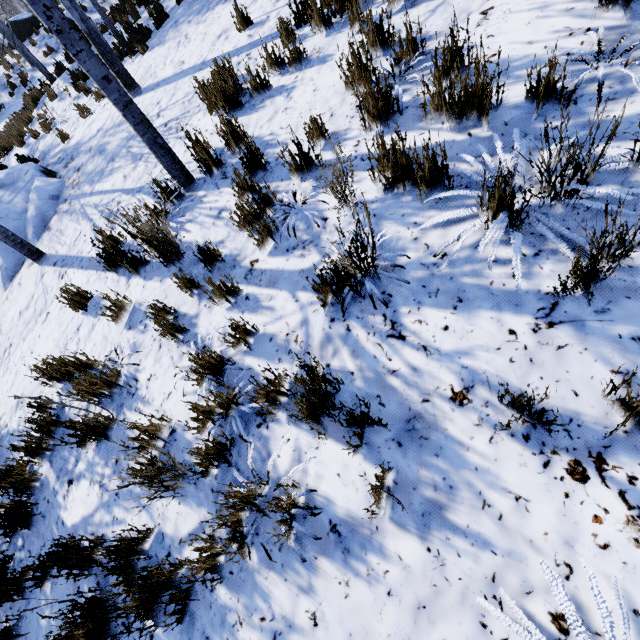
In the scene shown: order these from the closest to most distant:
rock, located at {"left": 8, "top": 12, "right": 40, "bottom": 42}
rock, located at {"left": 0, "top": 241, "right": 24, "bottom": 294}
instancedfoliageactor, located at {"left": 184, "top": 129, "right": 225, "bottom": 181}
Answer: instancedfoliageactor, located at {"left": 184, "top": 129, "right": 225, "bottom": 181} → rock, located at {"left": 0, "top": 241, "right": 24, "bottom": 294} → rock, located at {"left": 8, "top": 12, "right": 40, "bottom": 42}

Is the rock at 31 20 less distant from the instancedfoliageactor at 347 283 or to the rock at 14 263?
the instancedfoliageactor at 347 283

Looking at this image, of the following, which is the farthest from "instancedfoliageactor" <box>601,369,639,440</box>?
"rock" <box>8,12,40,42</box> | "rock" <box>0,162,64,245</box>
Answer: "rock" <box>8,12,40,42</box>

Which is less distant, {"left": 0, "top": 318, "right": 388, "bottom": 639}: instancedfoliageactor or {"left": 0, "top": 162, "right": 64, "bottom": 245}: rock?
{"left": 0, "top": 318, "right": 388, "bottom": 639}: instancedfoliageactor

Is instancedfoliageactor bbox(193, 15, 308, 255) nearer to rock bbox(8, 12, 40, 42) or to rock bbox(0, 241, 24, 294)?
rock bbox(0, 241, 24, 294)

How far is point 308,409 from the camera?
2.06m
